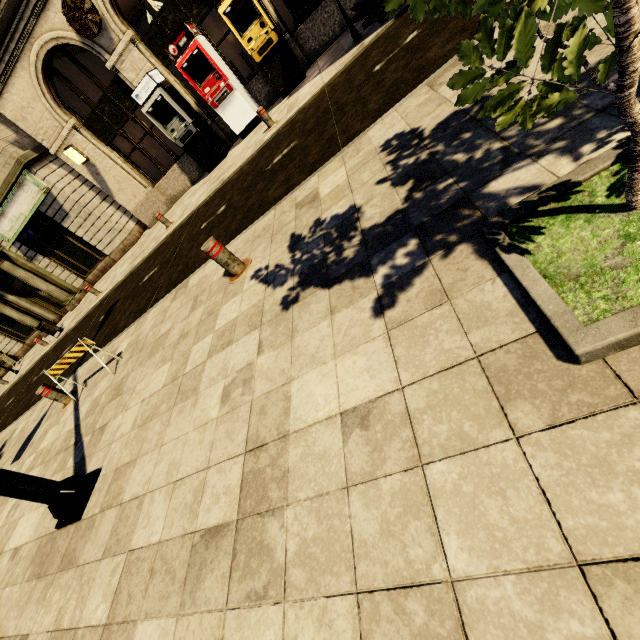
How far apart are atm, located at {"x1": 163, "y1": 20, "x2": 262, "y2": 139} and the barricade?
9.2m

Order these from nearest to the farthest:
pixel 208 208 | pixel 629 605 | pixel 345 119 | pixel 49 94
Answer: pixel 629 605, pixel 345 119, pixel 208 208, pixel 49 94

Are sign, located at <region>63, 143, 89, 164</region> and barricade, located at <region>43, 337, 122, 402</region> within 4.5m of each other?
no

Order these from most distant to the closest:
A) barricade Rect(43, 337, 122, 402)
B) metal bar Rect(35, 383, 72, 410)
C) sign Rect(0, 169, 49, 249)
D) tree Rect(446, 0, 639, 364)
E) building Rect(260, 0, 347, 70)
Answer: sign Rect(0, 169, 49, 249), building Rect(260, 0, 347, 70), metal bar Rect(35, 383, 72, 410), barricade Rect(43, 337, 122, 402), tree Rect(446, 0, 639, 364)

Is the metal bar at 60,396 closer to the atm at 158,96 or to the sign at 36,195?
the atm at 158,96

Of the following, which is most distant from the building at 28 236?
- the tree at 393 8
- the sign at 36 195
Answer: the tree at 393 8

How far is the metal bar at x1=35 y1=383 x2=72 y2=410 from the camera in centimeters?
610cm

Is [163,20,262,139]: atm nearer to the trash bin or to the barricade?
the barricade
